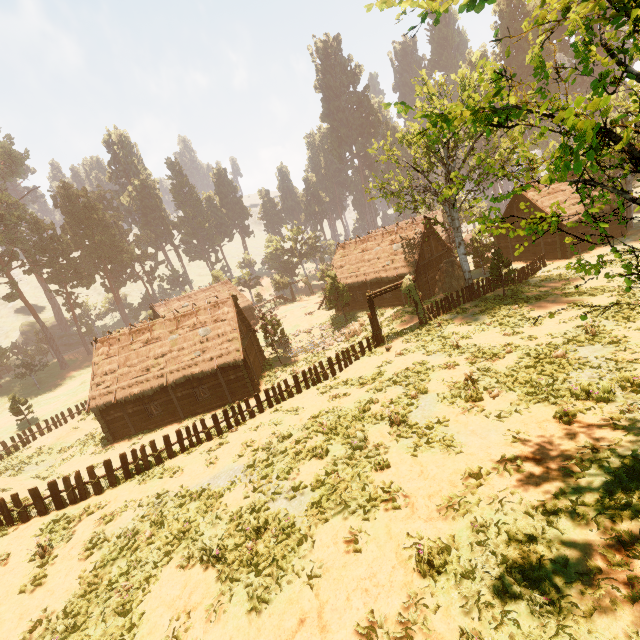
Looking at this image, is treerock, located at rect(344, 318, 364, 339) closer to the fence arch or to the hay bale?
the hay bale

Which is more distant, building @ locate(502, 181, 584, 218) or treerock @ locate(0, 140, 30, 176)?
treerock @ locate(0, 140, 30, 176)

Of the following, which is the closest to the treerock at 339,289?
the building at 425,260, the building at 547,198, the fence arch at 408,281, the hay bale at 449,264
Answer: the building at 425,260

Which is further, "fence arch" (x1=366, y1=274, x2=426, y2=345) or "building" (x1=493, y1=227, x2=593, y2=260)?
"building" (x1=493, y1=227, x2=593, y2=260)

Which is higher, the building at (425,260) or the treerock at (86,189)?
Result: the treerock at (86,189)

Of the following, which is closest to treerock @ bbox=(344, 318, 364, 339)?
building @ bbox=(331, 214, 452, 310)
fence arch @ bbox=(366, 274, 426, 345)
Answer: building @ bbox=(331, 214, 452, 310)

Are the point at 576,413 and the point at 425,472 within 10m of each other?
yes
